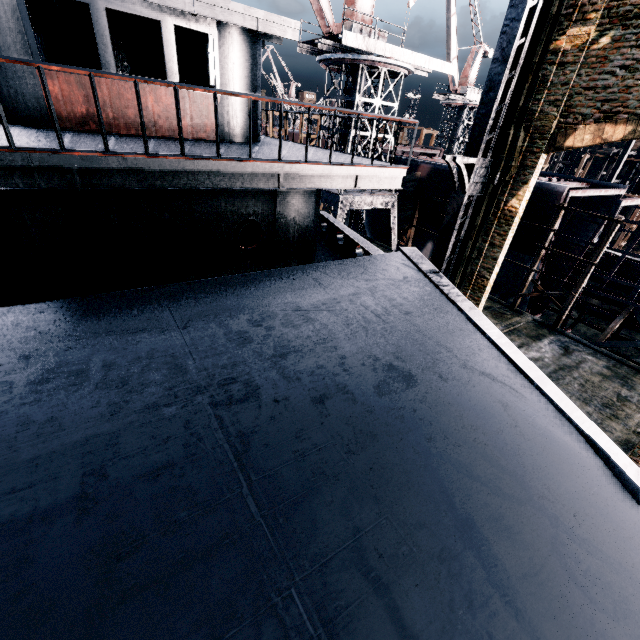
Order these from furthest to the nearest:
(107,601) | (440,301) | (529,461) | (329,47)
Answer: (329,47) < (440,301) < (529,461) < (107,601)

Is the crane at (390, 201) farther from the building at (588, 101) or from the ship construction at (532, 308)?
the building at (588, 101)

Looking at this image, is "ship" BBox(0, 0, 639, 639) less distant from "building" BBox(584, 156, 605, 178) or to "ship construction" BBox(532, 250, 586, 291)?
"ship construction" BBox(532, 250, 586, 291)

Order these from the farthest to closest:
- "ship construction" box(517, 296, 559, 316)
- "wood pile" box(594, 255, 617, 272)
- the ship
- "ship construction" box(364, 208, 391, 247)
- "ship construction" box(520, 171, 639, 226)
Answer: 1. "ship construction" box(364, 208, 391, 247)
2. "wood pile" box(594, 255, 617, 272)
3. "ship construction" box(517, 296, 559, 316)
4. "ship construction" box(520, 171, 639, 226)
5. the ship

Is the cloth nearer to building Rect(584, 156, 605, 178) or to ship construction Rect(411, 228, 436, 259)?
ship construction Rect(411, 228, 436, 259)

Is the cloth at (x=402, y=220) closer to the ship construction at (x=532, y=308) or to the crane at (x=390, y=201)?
the ship construction at (x=532, y=308)

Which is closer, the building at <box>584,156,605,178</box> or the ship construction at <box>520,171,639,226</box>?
the ship construction at <box>520,171,639,226</box>

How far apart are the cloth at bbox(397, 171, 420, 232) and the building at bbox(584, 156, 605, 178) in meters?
47.1 m
